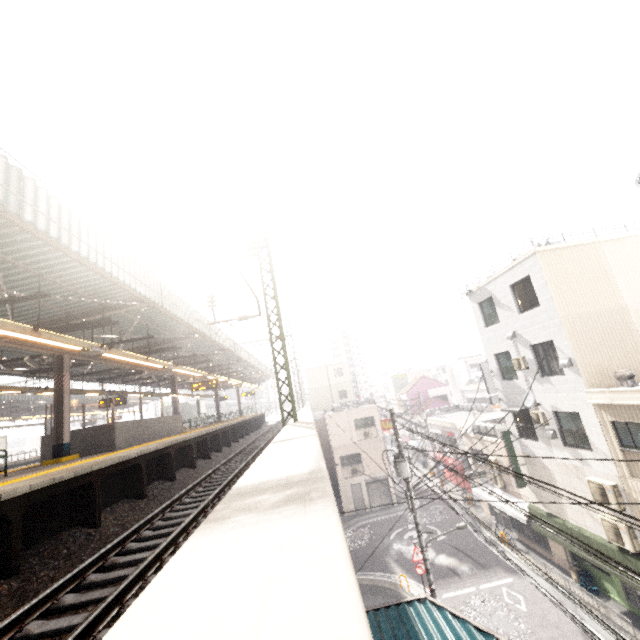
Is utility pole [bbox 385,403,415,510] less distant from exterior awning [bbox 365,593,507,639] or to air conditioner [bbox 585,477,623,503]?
exterior awning [bbox 365,593,507,639]

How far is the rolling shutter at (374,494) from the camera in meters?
29.2

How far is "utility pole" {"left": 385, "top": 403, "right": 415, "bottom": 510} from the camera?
13.60m

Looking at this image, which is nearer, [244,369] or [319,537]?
[319,537]

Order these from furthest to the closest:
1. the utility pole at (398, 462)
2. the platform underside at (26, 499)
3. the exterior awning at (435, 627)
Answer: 1. the utility pole at (398, 462)
2. the exterior awning at (435, 627)
3. the platform underside at (26, 499)

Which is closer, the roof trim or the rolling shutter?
the roof trim

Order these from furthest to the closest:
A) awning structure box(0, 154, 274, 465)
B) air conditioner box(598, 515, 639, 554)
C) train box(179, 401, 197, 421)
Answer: train box(179, 401, 197, 421), air conditioner box(598, 515, 639, 554), awning structure box(0, 154, 274, 465)

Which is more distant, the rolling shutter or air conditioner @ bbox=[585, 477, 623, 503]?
the rolling shutter
